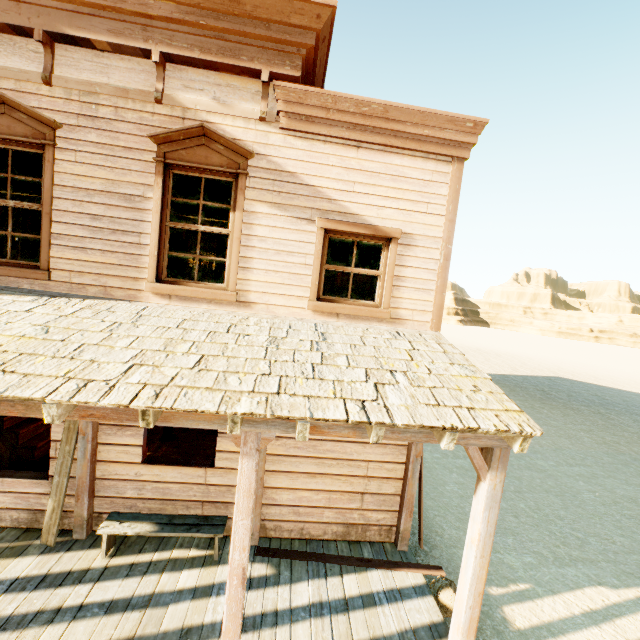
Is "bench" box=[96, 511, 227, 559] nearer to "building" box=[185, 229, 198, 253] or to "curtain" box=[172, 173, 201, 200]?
"building" box=[185, 229, 198, 253]

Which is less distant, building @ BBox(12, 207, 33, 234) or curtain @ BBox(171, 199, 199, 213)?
curtain @ BBox(171, 199, 199, 213)

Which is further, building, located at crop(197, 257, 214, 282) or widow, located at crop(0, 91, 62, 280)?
building, located at crop(197, 257, 214, 282)

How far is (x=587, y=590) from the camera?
5.30m

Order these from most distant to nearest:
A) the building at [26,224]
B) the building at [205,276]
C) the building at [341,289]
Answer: the building at [205,276] → the building at [341,289] → the building at [26,224]

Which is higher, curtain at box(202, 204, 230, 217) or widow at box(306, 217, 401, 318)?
curtain at box(202, 204, 230, 217)

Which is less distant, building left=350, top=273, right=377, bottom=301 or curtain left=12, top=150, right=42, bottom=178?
curtain left=12, top=150, right=42, bottom=178

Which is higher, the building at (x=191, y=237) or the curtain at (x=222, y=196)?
the building at (x=191, y=237)
